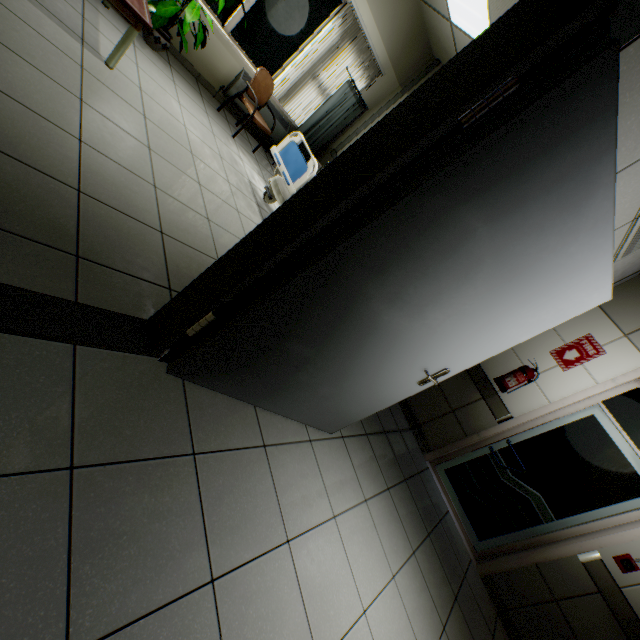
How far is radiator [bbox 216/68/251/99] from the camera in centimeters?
496cm

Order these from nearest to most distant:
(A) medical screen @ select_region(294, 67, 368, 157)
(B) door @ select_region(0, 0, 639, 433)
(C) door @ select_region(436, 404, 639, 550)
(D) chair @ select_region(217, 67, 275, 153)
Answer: (B) door @ select_region(0, 0, 639, 433)
(C) door @ select_region(436, 404, 639, 550)
(D) chair @ select_region(217, 67, 275, 153)
(A) medical screen @ select_region(294, 67, 368, 157)

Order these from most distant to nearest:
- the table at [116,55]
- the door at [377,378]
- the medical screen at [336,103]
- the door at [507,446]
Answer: the medical screen at [336,103]
the door at [507,446]
the table at [116,55]
the door at [377,378]

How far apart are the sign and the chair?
4.9 meters

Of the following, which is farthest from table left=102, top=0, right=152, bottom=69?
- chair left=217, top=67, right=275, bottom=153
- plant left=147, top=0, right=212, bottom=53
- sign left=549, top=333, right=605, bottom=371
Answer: sign left=549, top=333, right=605, bottom=371

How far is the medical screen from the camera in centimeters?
543cm

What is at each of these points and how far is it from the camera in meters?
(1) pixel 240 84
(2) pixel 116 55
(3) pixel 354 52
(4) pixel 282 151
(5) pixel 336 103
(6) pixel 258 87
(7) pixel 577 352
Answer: (1) radiator, 5.0 m
(2) table, 2.8 m
(3) blinds, 5.2 m
(4) bed, 3.9 m
(5) medical screen, 5.6 m
(6) chair, 4.8 m
(7) sign, 3.6 m

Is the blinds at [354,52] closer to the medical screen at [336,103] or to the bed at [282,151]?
the medical screen at [336,103]
